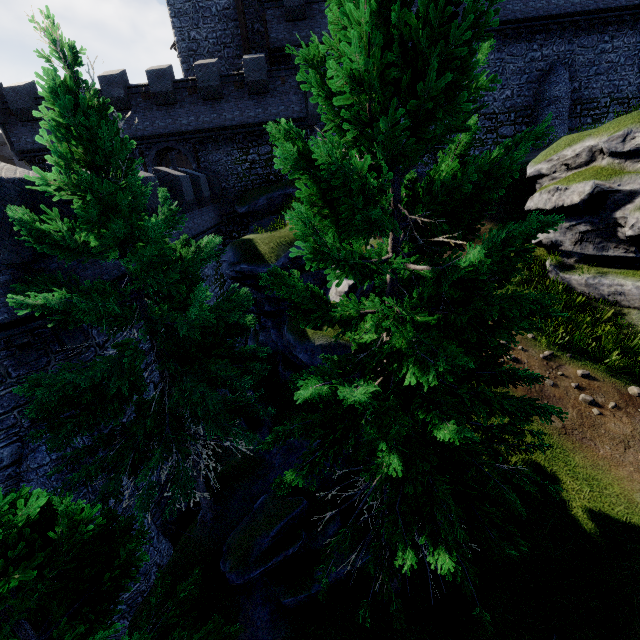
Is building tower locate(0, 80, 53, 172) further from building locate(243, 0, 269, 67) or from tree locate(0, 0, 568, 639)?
tree locate(0, 0, 568, 639)

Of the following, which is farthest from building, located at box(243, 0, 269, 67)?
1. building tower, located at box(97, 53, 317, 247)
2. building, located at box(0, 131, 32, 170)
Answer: building, located at box(0, 131, 32, 170)

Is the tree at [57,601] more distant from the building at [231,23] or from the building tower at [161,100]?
the building at [231,23]

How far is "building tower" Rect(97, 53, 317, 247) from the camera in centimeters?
1997cm

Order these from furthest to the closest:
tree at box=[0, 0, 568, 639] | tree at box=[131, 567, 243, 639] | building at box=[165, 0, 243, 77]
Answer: building at box=[165, 0, 243, 77], tree at box=[131, 567, 243, 639], tree at box=[0, 0, 568, 639]

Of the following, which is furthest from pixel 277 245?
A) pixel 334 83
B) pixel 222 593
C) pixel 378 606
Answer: pixel 378 606

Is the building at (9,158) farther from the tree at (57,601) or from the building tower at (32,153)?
the tree at (57,601)

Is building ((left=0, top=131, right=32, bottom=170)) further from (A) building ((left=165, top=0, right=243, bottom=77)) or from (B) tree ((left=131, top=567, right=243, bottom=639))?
(B) tree ((left=131, top=567, right=243, bottom=639))
